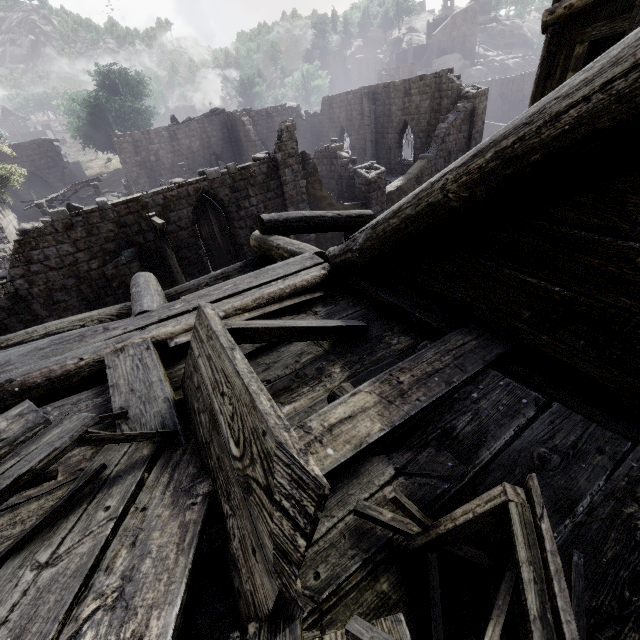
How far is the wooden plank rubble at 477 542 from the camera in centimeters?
136cm

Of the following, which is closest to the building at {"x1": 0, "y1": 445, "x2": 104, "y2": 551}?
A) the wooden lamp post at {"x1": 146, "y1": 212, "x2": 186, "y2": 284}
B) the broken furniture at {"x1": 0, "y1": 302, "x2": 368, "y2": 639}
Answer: the broken furniture at {"x1": 0, "y1": 302, "x2": 368, "y2": 639}

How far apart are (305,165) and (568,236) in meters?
16.6

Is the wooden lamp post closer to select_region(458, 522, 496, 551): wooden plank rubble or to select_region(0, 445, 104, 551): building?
select_region(0, 445, 104, 551): building

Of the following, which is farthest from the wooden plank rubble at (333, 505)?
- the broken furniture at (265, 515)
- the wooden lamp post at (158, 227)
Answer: the wooden lamp post at (158, 227)

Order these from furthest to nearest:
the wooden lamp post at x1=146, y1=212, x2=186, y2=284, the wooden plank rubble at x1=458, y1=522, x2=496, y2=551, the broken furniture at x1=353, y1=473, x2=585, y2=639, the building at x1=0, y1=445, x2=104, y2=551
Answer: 1. the wooden lamp post at x1=146, y1=212, x2=186, y2=284
2. the building at x1=0, y1=445, x2=104, y2=551
3. the wooden plank rubble at x1=458, y1=522, x2=496, y2=551
4. the broken furniture at x1=353, y1=473, x2=585, y2=639

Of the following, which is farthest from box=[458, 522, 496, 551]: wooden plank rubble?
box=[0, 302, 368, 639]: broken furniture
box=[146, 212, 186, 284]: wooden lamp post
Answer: box=[146, 212, 186, 284]: wooden lamp post
